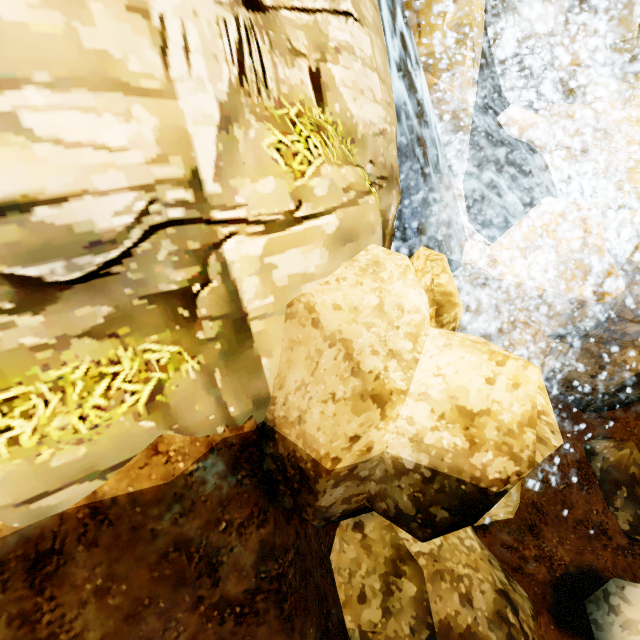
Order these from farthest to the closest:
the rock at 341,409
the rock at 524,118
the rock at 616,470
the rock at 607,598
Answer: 1. the rock at 524,118
2. the rock at 616,470
3. the rock at 607,598
4. the rock at 341,409

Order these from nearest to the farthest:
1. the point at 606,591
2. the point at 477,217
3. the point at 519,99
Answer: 1. the point at 606,591
2. the point at 477,217
3. the point at 519,99

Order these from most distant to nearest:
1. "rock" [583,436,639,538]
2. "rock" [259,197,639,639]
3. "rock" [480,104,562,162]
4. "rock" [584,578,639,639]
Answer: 1. "rock" [480,104,562,162]
2. "rock" [583,436,639,538]
3. "rock" [584,578,639,639]
4. "rock" [259,197,639,639]

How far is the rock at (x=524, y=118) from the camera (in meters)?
9.97

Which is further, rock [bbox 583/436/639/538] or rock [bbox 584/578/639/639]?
rock [bbox 583/436/639/538]

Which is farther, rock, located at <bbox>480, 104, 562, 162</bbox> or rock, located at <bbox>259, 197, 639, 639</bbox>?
rock, located at <bbox>480, 104, 562, 162</bbox>

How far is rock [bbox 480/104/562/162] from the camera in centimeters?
997cm
